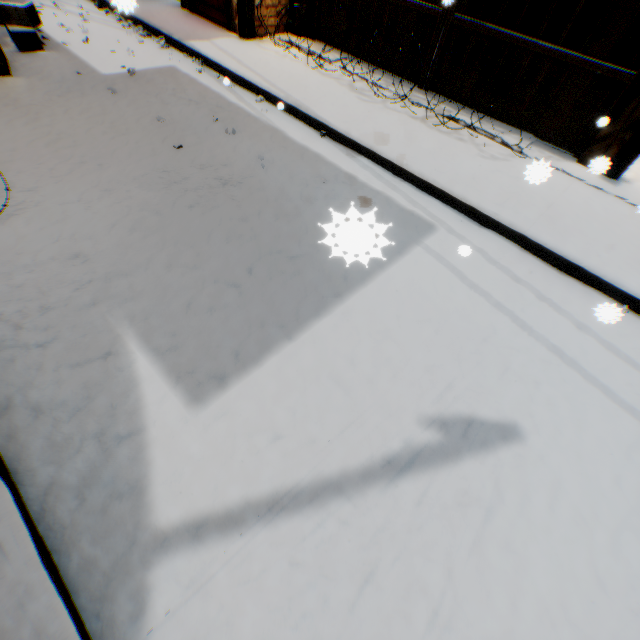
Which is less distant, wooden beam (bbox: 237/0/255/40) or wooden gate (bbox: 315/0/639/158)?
wooden gate (bbox: 315/0/639/158)

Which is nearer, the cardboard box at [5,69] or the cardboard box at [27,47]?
the cardboard box at [5,69]

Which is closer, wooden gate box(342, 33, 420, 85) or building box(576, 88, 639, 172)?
building box(576, 88, 639, 172)

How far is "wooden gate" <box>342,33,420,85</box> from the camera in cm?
588

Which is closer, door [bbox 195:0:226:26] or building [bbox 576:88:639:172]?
building [bbox 576:88:639:172]

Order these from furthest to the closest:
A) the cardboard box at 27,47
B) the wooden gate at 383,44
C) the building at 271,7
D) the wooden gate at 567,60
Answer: the building at 271,7, the wooden gate at 383,44, the cardboard box at 27,47, the wooden gate at 567,60

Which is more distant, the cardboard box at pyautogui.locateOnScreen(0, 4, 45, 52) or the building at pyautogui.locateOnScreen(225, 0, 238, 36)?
the building at pyautogui.locateOnScreen(225, 0, 238, 36)

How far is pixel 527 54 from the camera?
4.78m
